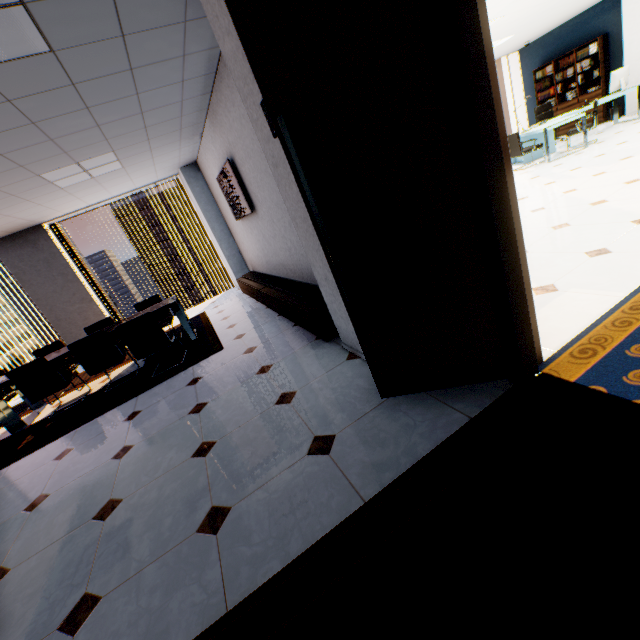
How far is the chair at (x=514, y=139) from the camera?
7.6 meters

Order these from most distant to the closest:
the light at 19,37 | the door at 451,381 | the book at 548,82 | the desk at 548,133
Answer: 1. the book at 548,82
2. the desk at 548,133
3. the light at 19,37
4. the door at 451,381

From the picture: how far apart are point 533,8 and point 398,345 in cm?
883

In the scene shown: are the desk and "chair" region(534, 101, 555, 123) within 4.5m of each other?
yes

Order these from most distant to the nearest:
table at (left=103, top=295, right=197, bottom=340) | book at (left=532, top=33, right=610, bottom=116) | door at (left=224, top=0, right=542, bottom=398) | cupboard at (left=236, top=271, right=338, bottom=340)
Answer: book at (left=532, top=33, right=610, bottom=116) → table at (left=103, top=295, right=197, bottom=340) → cupboard at (left=236, top=271, right=338, bottom=340) → door at (left=224, top=0, right=542, bottom=398)

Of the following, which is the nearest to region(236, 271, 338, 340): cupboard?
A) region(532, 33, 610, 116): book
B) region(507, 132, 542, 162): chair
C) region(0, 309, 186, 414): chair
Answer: region(0, 309, 186, 414): chair

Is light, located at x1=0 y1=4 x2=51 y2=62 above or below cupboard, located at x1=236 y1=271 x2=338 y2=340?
above

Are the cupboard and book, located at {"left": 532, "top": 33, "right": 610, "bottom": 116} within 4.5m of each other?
no
